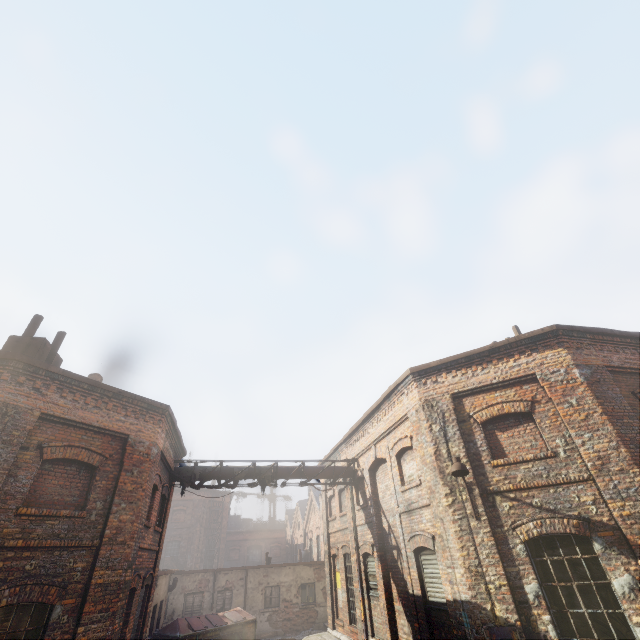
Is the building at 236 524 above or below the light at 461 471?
above

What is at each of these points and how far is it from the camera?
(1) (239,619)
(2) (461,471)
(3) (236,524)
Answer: (1) trash container, 16.4m
(2) light, 7.7m
(3) building, 49.9m

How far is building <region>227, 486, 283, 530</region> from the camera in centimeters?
4911cm

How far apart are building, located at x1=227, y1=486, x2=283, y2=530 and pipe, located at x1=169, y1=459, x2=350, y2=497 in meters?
43.2 m

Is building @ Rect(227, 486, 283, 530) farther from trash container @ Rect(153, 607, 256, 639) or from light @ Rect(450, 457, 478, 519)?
light @ Rect(450, 457, 478, 519)

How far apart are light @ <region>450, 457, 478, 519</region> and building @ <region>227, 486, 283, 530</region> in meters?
51.9

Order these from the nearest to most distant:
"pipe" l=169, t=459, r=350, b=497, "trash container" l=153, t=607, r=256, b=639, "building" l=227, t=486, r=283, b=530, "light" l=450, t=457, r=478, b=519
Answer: "light" l=450, t=457, r=478, b=519 < "pipe" l=169, t=459, r=350, b=497 < "trash container" l=153, t=607, r=256, b=639 < "building" l=227, t=486, r=283, b=530

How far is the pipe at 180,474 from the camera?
13.1m
